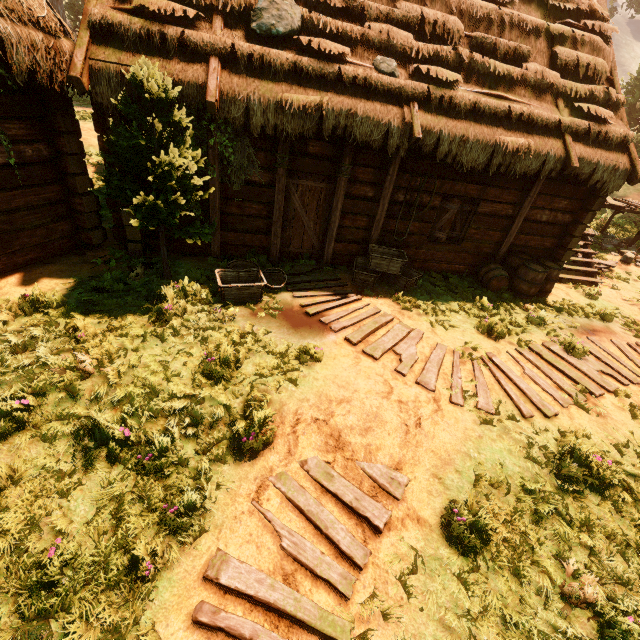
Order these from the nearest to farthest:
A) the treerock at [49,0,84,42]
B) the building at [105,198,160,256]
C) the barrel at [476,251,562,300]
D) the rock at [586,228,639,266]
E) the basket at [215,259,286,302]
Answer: the basket at [215,259,286,302] < the building at [105,198,160,256] < the barrel at [476,251,562,300] < the rock at [586,228,639,266] < the treerock at [49,0,84,42]

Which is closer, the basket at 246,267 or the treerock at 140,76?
the treerock at 140,76

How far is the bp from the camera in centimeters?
827cm

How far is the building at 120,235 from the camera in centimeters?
690cm

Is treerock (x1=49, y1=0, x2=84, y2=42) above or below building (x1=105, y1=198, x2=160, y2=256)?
above

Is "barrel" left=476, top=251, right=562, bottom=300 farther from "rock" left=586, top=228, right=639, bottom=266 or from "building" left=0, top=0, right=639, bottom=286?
"rock" left=586, top=228, right=639, bottom=266

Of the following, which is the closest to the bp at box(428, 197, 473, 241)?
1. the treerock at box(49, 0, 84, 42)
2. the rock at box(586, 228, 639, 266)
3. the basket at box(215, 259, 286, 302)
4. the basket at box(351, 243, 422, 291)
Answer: the basket at box(351, 243, 422, 291)

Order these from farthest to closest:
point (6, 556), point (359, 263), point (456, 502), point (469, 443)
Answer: point (359, 263), point (469, 443), point (456, 502), point (6, 556)
